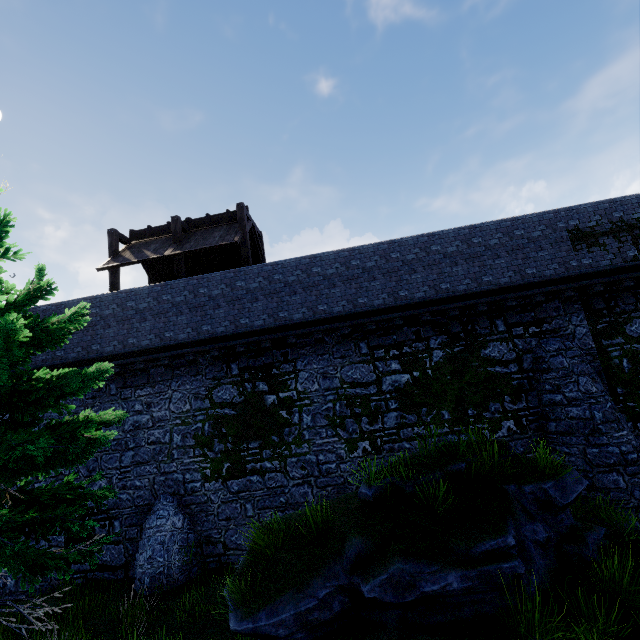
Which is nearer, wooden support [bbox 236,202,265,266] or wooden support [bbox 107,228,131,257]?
wooden support [bbox 236,202,265,266]

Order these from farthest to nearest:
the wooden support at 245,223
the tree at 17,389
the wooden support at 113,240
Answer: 1. the wooden support at 113,240
2. the wooden support at 245,223
3. the tree at 17,389

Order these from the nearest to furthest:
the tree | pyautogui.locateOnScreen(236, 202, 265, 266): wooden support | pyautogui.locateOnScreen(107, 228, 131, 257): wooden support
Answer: the tree < pyautogui.locateOnScreen(236, 202, 265, 266): wooden support < pyautogui.locateOnScreen(107, 228, 131, 257): wooden support

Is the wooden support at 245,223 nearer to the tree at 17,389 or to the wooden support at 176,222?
the wooden support at 176,222

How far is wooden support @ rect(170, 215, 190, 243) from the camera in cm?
1401

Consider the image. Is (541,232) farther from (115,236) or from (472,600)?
(115,236)

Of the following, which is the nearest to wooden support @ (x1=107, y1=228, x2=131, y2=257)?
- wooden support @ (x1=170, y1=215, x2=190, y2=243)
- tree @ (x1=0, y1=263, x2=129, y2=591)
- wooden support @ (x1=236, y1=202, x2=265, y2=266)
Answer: wooden support @ (x1=170, y1=215, x2=190, y2=243)

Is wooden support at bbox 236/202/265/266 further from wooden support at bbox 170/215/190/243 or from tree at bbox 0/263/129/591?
tree at bbox 0/263/129/591
